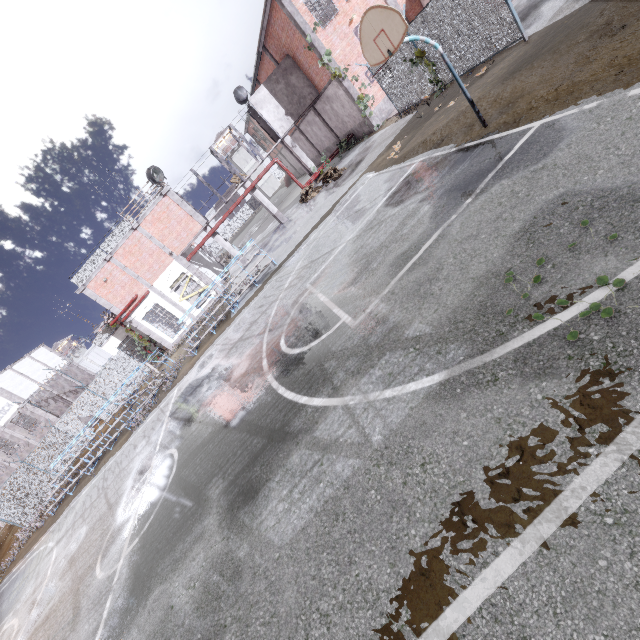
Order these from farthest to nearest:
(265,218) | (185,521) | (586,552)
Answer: (265,218) → (185,521) → (586,552)

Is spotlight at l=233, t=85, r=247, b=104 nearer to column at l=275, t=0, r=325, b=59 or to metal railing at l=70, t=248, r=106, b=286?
column at l=275, t=0, r=325, b=59

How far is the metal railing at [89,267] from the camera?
21.5m

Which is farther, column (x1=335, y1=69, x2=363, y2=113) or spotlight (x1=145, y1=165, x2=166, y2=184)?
spotlight (x1=145, y1=165, x2=166, y2=184)

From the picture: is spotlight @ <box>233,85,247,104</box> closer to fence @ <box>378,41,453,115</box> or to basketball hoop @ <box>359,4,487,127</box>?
fence @ <box>378,41,453,115</box>

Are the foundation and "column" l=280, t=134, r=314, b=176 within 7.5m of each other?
yes

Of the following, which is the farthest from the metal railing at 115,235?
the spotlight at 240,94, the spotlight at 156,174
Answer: the spotlight at 240,94

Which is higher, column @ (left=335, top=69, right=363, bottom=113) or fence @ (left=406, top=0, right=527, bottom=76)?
column @ (left=335, top=69, right=363, bottom=113)
